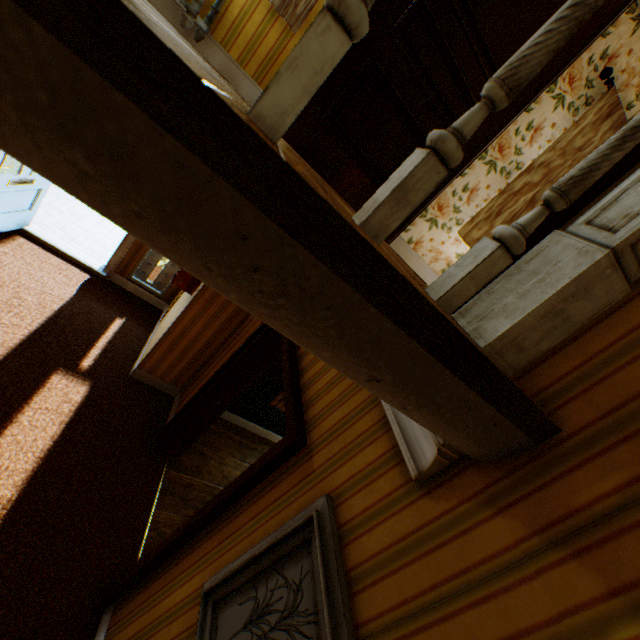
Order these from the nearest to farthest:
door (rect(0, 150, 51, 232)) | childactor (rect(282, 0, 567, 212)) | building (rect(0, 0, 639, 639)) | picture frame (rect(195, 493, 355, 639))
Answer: building (rect(0, 0, 639, 639))
picture frame (rect(195, 493, 355, 639))
childactor (rect(282, 0, 567, 212))
door (rect(0, 150, 51, 232))

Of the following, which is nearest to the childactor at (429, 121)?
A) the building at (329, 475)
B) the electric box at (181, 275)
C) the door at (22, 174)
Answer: the building at (329, 475)

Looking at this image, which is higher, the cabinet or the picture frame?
the cabinet

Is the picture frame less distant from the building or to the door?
the building

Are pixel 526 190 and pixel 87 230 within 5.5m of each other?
no

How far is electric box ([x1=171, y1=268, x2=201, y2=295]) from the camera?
3.87m

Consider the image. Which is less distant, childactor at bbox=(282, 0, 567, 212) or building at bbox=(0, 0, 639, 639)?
building at bbox=(0, 0, 639, 639)

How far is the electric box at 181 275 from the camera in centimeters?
387cm
